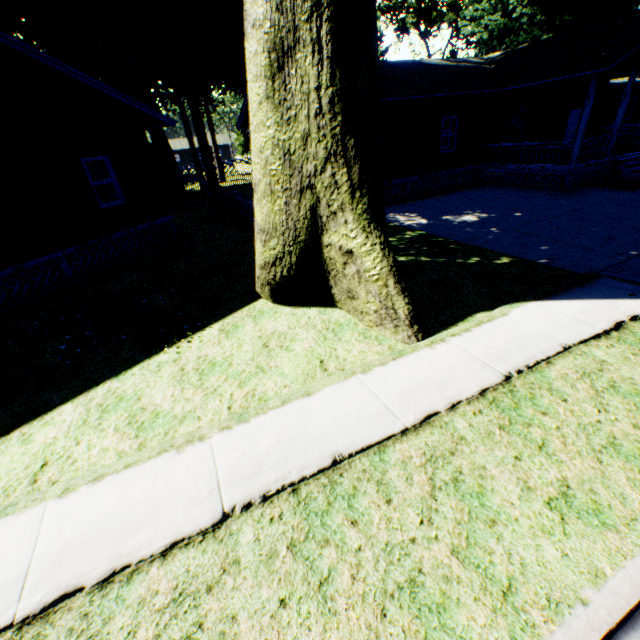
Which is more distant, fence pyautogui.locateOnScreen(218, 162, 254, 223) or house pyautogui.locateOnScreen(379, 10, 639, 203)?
fence pyautogui.locateOnScreen(218, 162, 254, 223)

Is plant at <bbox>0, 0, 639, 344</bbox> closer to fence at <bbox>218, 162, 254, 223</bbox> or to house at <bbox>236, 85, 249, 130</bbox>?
fence at <bbox>218, 162, 254, 223</bbox>

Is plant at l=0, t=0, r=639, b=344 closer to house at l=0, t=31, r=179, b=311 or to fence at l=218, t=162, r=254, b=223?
fence at l=218, t=162, r=254, b=223

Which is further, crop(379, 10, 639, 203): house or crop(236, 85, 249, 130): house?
crop(236, 85, 249, 130): house

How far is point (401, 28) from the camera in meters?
47.0

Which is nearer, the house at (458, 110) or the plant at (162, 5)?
the plant at (162, 5)

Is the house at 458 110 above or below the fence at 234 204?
above
